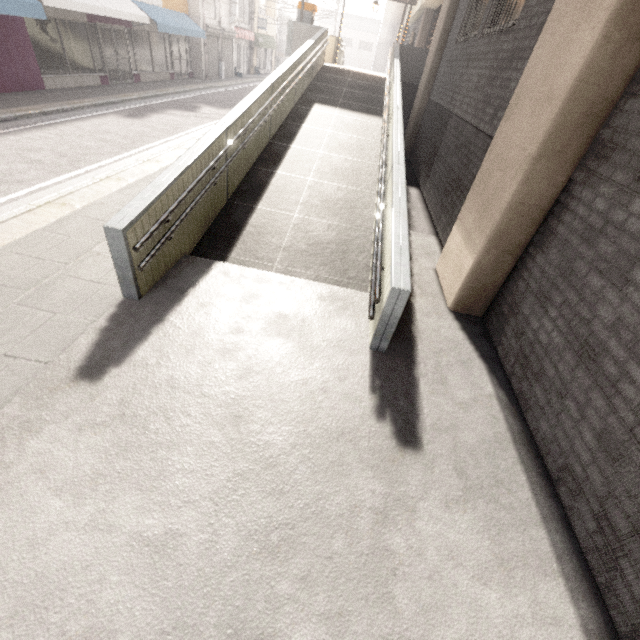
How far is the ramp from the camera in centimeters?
A: 367cm

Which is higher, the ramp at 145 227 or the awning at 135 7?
the awning at 135 7

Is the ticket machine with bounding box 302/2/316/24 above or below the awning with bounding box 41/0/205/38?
above

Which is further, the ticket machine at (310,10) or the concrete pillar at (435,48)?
the ticket machine at (310,10)

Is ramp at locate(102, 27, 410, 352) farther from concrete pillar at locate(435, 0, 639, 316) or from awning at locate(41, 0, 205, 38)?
awning at locate(41, 0, 205, 38)

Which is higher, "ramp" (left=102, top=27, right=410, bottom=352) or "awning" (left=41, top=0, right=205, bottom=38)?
"awning" (left=41, top=0, right=205, bottom=38)

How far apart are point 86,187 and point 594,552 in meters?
8.4 m

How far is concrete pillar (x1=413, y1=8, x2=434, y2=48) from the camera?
16.53m
